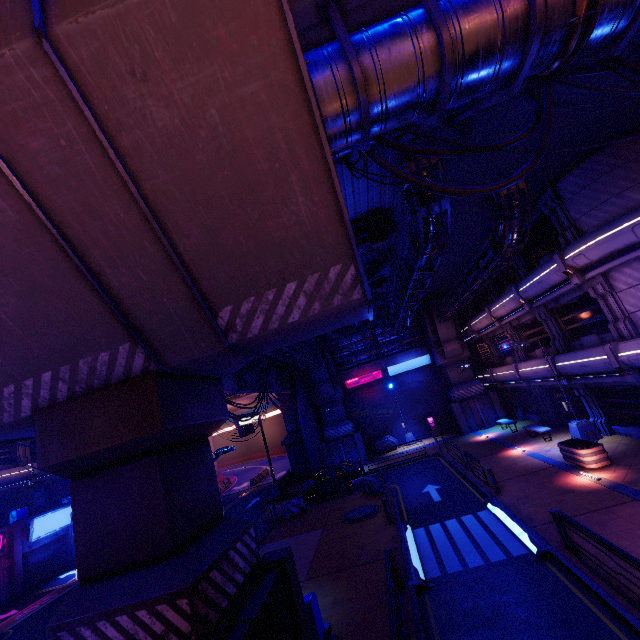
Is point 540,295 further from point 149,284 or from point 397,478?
point 149,284

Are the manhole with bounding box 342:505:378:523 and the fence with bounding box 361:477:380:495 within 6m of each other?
yes

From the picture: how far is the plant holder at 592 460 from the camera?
13.63m

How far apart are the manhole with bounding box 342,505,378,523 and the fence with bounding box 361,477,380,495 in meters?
1.4 m

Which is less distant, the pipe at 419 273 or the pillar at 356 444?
the pipe at 419 273

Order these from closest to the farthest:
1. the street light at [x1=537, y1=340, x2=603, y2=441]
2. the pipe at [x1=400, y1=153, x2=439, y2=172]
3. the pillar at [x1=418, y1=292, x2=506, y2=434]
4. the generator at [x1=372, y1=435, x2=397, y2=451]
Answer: the pipe at [x1=400, y1=153, x2=439, y2=172] → the street light at [x1=537, y1=340, x2=603, y2=441] → the pillar at [x1=418, y1=292, x2=506, y2=434] → the generator at [x1=372, y1=435, x2=397, y2=451]

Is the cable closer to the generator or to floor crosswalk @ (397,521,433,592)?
floor crosswalk @ (397,521,433,592)

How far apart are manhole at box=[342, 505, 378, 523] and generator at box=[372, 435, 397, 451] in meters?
13.7 m
